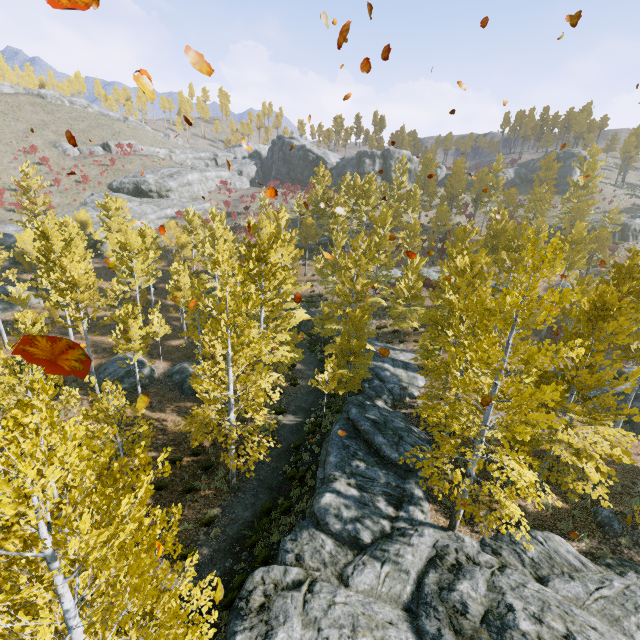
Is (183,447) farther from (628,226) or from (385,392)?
(628,226)

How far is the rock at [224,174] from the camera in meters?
45.5

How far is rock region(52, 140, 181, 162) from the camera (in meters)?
49.59

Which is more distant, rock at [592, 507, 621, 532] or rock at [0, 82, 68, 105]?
rock at [0, 82, 68, 105]

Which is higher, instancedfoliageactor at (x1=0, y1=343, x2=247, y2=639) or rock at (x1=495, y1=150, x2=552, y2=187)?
rock at (x1=495, y1=150, x2=552, y2=187)

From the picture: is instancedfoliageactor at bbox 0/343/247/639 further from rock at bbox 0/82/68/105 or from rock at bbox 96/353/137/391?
rock at bbox 0/82/68/105

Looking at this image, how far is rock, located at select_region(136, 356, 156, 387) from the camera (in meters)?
23.11

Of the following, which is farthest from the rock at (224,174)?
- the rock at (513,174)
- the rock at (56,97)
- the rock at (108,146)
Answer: the rock at (513,174)
